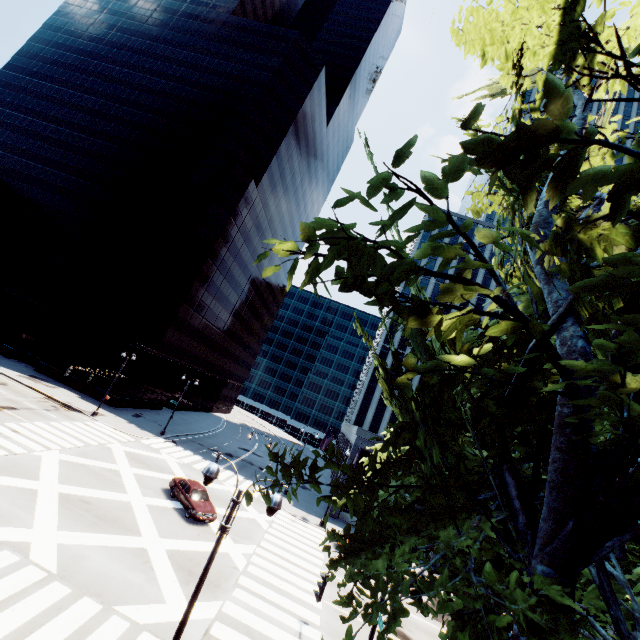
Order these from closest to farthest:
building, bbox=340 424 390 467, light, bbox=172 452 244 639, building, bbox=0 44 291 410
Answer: light, bbox=172 452 244 639 < building, bbox=340 424 390 467 < building, bbox=0 44 291 410

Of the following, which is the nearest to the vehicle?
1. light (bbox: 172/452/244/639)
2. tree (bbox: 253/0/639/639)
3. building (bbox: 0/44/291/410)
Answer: light (bbox: 172/452/244/639)

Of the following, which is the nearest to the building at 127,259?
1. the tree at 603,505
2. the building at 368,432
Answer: the building at 368,432

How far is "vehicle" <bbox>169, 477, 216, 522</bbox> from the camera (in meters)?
21.34

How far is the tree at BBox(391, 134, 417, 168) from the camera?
1.90m

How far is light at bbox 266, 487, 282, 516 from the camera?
8.2m

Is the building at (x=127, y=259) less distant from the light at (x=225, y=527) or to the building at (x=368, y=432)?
the building at (x=368, y=432)

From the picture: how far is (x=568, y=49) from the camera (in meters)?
6.27
